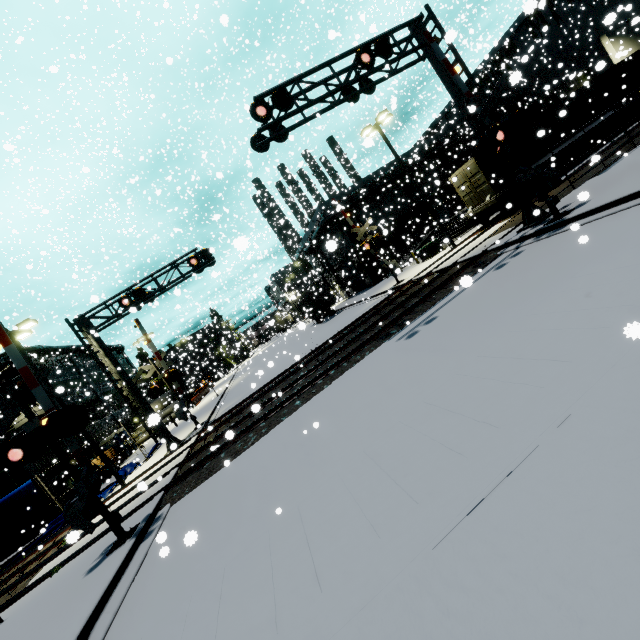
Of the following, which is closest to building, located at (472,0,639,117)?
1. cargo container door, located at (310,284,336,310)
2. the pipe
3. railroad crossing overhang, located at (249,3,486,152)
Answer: the pipe

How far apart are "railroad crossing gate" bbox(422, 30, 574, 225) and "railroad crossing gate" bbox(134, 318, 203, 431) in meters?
13.6

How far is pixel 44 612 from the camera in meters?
7.3

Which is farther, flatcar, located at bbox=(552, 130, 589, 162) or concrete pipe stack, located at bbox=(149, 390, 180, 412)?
concrete pipe stack, located at bbox=(149, 390, 180, 412)

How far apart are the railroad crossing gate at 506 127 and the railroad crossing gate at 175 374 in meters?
13.6 m

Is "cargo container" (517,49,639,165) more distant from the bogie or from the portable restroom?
the portable restroom

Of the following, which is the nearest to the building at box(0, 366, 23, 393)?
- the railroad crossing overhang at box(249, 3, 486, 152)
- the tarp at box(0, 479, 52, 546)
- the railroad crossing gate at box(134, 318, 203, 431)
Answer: the tarp at box(0, 479, 52, 546)

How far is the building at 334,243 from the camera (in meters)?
34.79
